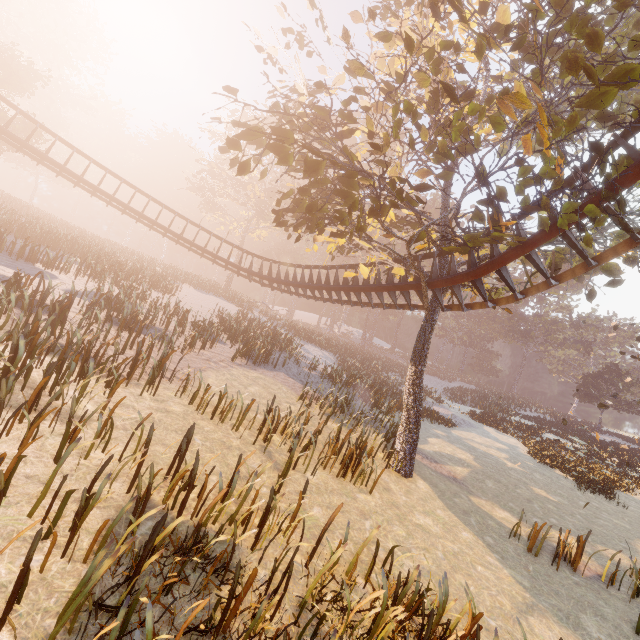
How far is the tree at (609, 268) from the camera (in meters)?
9.48

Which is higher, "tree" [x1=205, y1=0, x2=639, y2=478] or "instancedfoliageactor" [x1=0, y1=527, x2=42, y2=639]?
"tree" [x1=205, y1=0, x2=639, y2=478]

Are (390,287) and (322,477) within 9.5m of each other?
yes

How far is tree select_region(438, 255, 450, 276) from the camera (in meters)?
12.24

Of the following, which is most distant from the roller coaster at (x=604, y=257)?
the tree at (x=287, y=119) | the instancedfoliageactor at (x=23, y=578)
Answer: the instancedfoliageactor at (x=23, y=578)

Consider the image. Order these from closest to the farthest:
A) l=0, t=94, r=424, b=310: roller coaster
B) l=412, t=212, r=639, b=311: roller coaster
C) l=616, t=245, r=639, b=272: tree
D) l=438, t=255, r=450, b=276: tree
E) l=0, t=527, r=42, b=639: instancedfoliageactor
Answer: l=0, t=527, r=42, b=639: instancedfoliageactor → l=412, t=212, r=639, b=311: roller coaster → l=616, t=245, r=639, b=272: tree → l=438, t=255, r=450, b=276: tree → l=0, t=94, r=424, b=310: roller coaster

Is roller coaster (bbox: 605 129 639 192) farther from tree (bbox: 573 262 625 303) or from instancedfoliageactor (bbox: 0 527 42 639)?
instancedfoliageactor (bbox: 0 527 42 639)
